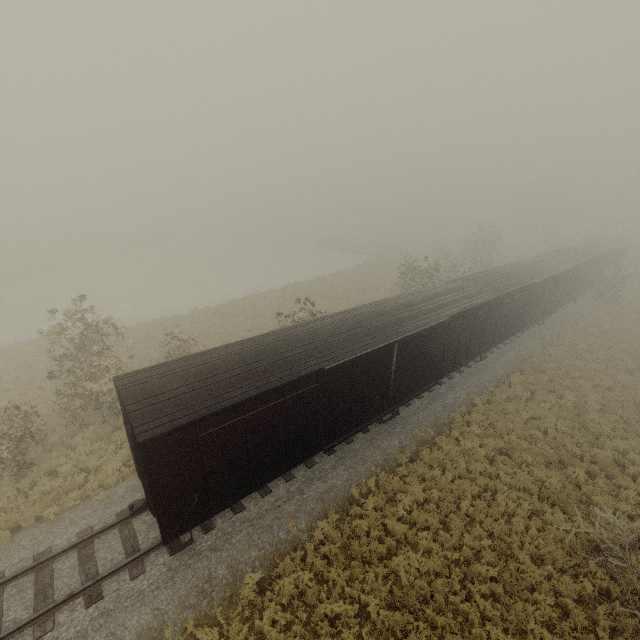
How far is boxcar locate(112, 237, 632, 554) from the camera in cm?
840

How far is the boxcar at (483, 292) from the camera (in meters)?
8.40

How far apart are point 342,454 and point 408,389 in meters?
4.2 m
